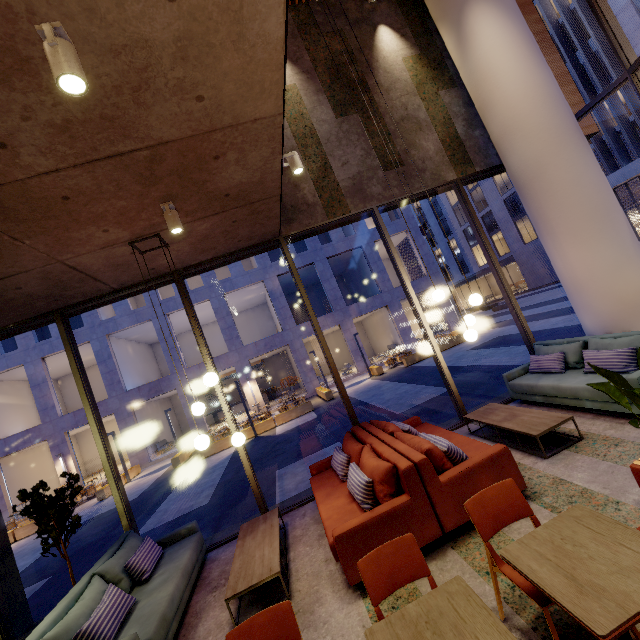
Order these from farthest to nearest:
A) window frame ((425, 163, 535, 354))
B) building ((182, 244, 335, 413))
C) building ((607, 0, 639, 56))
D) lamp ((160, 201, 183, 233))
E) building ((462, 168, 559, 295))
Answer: building ((462, 168, 559, 295)) < building ((182, 244, 335, 413)) < building ((607, 0, 639, 56)) < window frame ((425, 163, 535, 354)) < lamp ((160, 201, 183, 233))

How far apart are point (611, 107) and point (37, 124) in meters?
35.4 m

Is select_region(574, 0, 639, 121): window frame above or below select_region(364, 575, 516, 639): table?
above

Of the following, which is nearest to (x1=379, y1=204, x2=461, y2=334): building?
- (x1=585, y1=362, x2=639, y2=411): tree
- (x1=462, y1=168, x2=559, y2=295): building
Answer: (x1=462, y1=168, x2=559, y2=295): building

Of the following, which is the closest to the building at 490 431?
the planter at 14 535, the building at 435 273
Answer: the planter at 14 535

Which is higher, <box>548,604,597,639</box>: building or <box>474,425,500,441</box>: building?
<box>474,425,500,441</box>: building

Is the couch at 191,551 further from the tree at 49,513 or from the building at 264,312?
the building at 264,312

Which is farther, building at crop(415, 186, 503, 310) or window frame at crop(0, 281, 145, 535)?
building at crop(415, 186, 503, 310)
